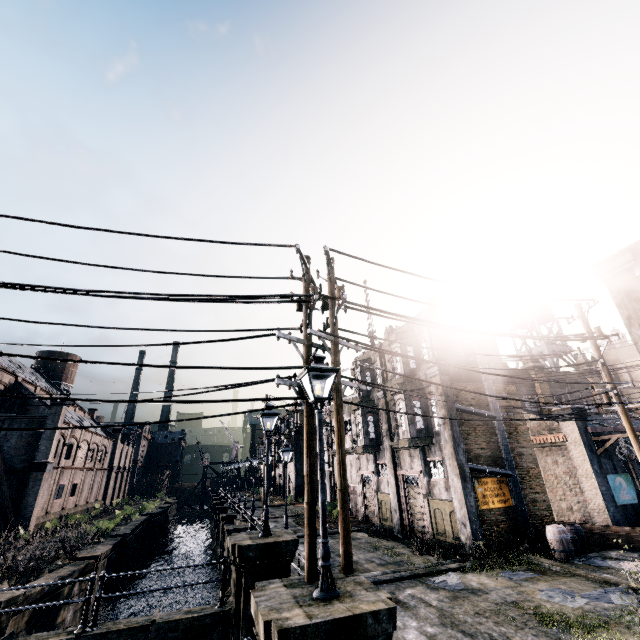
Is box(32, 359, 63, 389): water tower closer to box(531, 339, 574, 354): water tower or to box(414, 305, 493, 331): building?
box(414, 305, 493, 331): building

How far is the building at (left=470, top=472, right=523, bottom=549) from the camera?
16.9m

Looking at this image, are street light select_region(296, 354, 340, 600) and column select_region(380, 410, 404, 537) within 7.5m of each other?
no

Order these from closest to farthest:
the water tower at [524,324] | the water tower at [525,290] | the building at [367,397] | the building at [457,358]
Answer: the building at [457,358] < the building at [367,397] < the water tower at [524,324] < the water tower at [525,290]

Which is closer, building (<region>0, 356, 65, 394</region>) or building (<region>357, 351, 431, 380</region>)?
→ building (<region>357, 351, 431, 380</region>)

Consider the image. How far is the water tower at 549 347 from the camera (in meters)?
33.43

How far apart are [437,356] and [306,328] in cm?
1495

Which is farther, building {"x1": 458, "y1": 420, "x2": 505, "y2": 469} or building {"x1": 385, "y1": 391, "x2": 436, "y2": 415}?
building {"x1": 385, "y1": 391, "x2": 436, "y2": 415}
